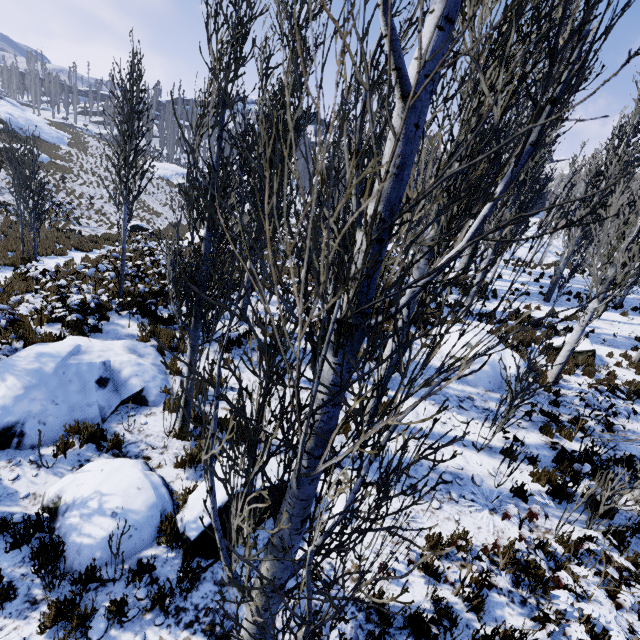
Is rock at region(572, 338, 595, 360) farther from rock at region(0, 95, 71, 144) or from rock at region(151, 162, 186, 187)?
rock at region(0, 95, 71, 144)

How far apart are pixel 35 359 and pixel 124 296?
2.8m

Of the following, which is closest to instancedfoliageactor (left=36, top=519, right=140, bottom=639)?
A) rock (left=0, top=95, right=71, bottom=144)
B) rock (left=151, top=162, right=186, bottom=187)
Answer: rock (left=151, top=162, right=186, bottom=187)

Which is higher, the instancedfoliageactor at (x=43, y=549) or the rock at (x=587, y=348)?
the rock at (x=587, y=348)

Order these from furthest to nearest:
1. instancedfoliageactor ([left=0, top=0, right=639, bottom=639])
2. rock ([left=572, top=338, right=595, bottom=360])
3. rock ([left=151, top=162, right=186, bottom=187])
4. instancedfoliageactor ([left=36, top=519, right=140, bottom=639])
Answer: rock ([left=151, top=162, right=186, bottom=187]) < rock ([left=572, top=338, right=595, bottom=360]) < instancedfoliageactor ([left=36, top=519, right=140, bottom=639]) < instancedfoliageactor ([left=0, top=0, right=639, bottom=639])

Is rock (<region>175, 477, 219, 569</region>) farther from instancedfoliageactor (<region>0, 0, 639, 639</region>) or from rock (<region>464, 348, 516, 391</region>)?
rock (<region>464, 348, 516, 391</region>)

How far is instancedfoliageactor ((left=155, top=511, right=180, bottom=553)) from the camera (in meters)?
4.25

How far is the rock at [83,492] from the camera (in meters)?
4.24
